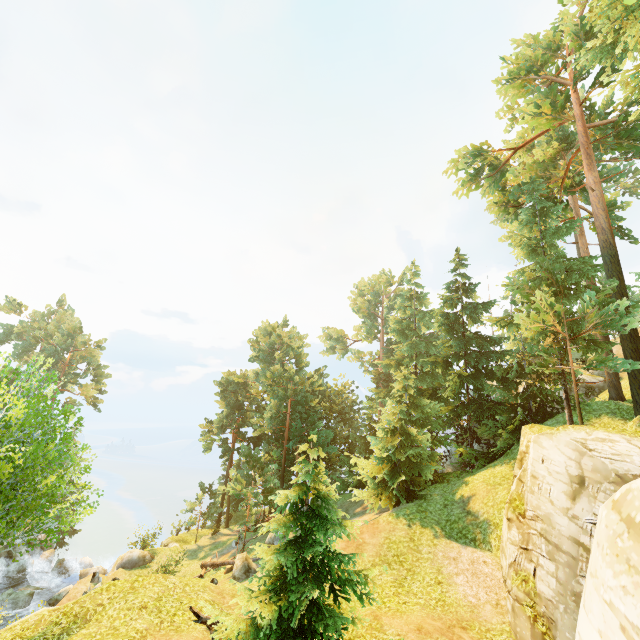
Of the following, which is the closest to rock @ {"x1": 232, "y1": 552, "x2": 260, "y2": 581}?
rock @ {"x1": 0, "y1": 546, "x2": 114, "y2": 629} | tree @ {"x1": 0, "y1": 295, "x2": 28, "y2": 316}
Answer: rock @ {"x1": 0, "y1": 546, "x2": 114, "y2": 629}

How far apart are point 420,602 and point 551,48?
31.0m

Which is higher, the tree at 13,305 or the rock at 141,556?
the tree at 13,305

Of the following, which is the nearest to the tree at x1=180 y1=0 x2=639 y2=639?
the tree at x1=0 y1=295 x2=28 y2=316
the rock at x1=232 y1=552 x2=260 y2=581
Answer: the rock at x1=232 y1=552 x2=260 y2=581

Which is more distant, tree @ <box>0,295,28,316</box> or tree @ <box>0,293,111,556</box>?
tree @ <box>0,295,28,316</box>

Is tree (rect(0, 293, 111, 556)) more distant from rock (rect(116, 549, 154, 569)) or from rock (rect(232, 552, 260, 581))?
rock (rect(116, 549, 154, 569))

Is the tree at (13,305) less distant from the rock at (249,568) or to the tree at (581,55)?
the tree at (581,55)
